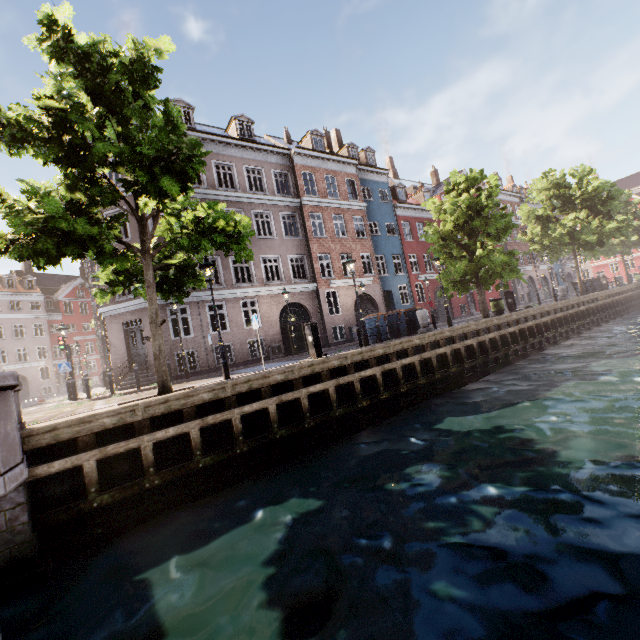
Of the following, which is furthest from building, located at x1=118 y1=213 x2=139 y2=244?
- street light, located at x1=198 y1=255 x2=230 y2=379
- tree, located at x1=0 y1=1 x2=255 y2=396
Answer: tree, located at x1=0 y1=1 x2=255 y2=396

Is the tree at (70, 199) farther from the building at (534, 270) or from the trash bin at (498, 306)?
the building at (534, 270)

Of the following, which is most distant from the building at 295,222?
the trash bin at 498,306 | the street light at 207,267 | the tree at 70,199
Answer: the trash bin at 498,306

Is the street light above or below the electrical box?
above

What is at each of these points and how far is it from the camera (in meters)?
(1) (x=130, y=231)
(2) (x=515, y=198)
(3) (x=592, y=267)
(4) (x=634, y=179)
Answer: (1) building, 16.89
(2) building, 41.09
(3) building, 57.72
(4) building, 56.12

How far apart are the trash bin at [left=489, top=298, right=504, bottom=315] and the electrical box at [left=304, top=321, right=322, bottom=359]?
13.6 meters

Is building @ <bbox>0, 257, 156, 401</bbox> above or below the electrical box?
above

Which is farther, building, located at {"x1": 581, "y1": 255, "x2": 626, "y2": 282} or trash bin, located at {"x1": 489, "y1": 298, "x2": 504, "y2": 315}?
building, located at {"x1": 581, "y1": 255, "x2": 626, "y2": 282}
